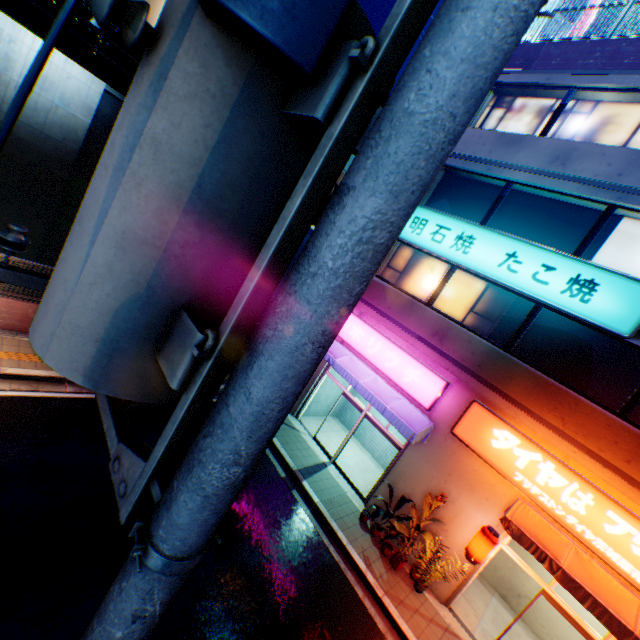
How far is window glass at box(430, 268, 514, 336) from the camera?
9.9 meters

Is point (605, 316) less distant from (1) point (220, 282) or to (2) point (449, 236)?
(2) point (449, 236)

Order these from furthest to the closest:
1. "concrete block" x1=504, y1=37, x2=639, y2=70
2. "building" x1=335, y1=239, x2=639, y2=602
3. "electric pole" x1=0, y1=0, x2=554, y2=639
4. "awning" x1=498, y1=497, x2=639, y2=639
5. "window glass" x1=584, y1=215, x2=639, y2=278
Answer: "concrete block" x1=504, y1=37, x2=639, y2=70 < "window glass" x1=584, y1=215, x2=639, y2=278 < "building" x1=335, y1=239, x2=639, y2=602 < "awning" x1=498, y1=497, x2=639, y2=639 < "electric pole" x1=0, y1=0, x2=554, y2=639

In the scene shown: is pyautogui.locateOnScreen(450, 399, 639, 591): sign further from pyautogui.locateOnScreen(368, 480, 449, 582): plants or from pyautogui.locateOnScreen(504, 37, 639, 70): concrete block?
pyautogui.locateOnScreen(504, 37, 639, 70): concrete block

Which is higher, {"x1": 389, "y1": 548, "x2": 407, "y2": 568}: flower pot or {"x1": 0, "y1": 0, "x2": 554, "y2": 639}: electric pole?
{"x1": 0, "y1": 0, "x2": 554, "y2": 639}: electric pole

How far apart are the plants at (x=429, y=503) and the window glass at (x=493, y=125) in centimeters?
1058cm

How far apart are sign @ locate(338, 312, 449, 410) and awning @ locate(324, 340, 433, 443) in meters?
0.1

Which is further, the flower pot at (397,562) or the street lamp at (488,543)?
the flower pot at (397,562)
